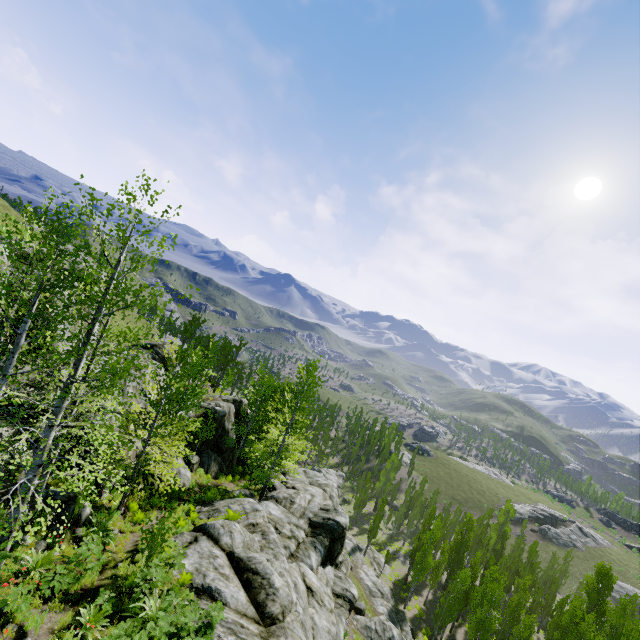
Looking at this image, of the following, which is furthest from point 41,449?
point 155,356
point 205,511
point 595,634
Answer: point 595,634

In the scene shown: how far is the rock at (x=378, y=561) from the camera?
45.8m

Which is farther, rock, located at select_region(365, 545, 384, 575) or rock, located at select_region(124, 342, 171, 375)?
rock, located at select_region(365, 545, 384, 575)

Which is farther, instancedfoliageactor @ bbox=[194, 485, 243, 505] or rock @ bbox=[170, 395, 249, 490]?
rock @ bbox=[170, 395, 249, 490]

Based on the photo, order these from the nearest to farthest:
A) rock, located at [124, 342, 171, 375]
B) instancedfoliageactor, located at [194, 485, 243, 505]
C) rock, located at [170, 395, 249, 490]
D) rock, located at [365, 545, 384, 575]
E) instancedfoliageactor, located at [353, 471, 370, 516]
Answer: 1. instancedfoliageactor, located at [194, 485, 243, 505]
2. rock, located at [124, 342, 171, 375]
3. rock, located at [170, 395, 249, 490]
4. rock, located at [365, 545, 384, 575]
5. instancedfoliageactor, located at [353, 471, 370, 516]

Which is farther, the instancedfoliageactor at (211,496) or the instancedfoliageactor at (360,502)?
the instancedfoliageactor at (360,502)

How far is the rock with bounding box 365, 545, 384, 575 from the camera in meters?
45.8 m
